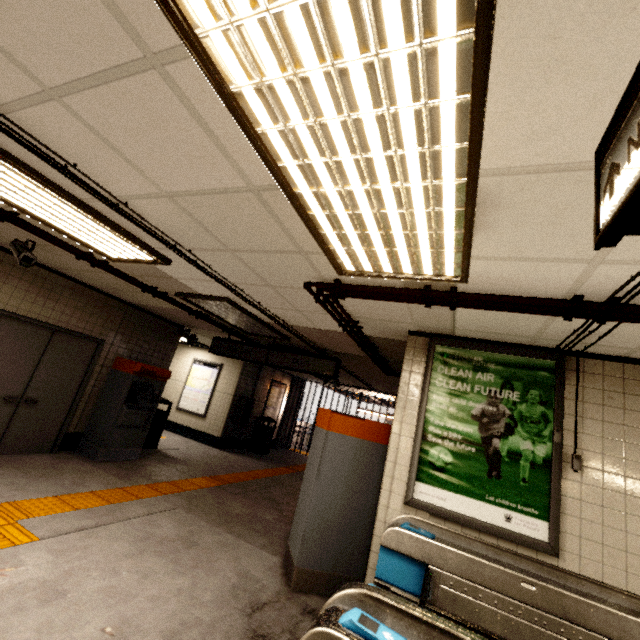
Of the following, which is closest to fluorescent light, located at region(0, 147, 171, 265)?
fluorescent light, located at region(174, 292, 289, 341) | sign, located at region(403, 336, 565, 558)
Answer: fluorescent light, located at region(174, 292, 289, 341)

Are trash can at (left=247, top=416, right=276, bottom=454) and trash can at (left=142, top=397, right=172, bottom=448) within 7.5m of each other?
yes

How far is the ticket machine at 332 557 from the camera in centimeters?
347cm

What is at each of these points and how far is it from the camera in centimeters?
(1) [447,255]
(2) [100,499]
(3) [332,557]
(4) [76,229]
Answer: (1) fluorescent light, 206cm
(2) groundtactileadastrip, 435cm
(3) ticket machine, 352cm
(4) fluorescent light, 324cm

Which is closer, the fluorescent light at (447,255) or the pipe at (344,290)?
the fluorescent light at (447,255)

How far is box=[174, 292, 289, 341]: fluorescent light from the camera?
4.6m

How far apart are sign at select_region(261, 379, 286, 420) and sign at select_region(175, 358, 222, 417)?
2.07m

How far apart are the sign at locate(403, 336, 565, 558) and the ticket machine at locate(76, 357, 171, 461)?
5.3 meters
